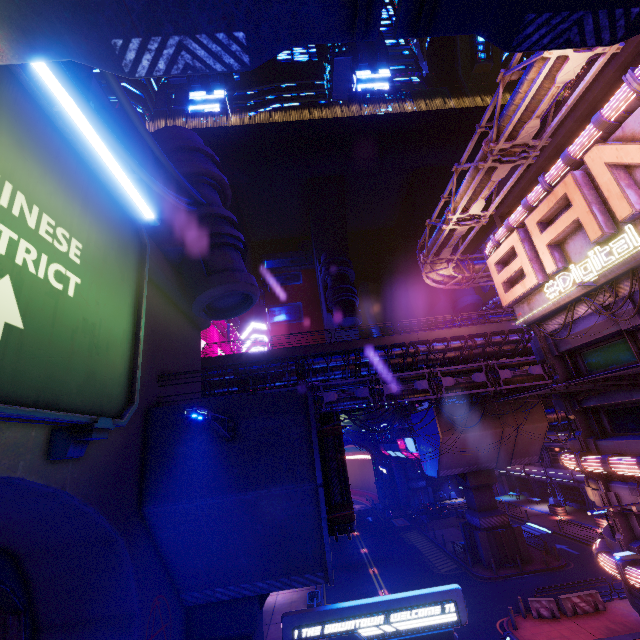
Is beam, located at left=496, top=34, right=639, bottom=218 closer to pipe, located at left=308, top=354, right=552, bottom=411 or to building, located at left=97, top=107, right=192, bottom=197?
pipe, located at left=308, top=354, right=552, bottom=411

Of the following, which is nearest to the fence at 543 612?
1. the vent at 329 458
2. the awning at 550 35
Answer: the vent at 329 458

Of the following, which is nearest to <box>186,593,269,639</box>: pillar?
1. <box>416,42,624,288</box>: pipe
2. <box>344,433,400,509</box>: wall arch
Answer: <box>416,42,624,288</box>: pipe

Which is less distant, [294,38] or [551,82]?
[294,38]

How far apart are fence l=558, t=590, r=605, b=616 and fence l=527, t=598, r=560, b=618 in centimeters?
32cm

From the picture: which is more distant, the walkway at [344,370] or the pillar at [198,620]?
the walkway at [344,370]

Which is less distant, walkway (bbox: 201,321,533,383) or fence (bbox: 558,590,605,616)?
fence (bbox: 558,590,605,616)

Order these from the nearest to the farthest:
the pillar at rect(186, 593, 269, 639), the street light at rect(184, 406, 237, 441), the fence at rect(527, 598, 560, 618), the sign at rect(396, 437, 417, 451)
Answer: the street light at rect(184, 406, 237, 441) → the pillar at rect(186, 593, 269, 639) → the fence at rect(527, 598, 560, 618) → the sign at rect(396, 437, 417, 451)
